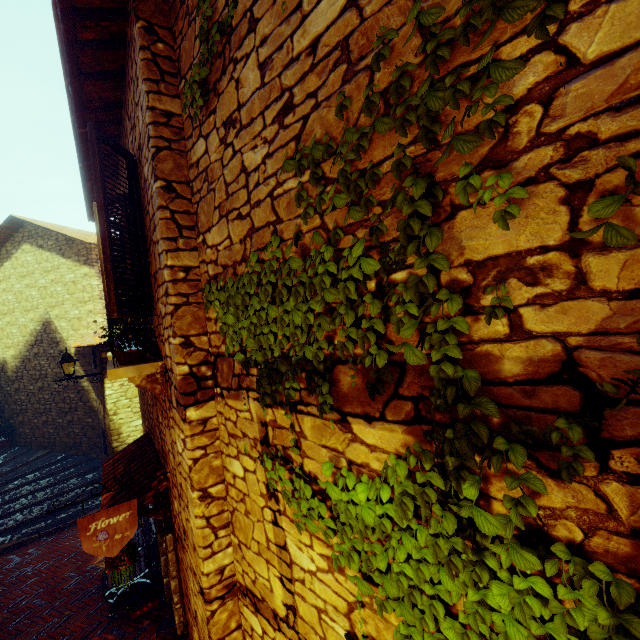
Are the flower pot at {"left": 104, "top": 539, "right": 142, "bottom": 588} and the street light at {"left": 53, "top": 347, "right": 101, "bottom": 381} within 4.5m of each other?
no

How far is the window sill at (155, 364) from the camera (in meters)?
2.97

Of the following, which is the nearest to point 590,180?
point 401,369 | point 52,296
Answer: point 401,369

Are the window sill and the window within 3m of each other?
yes

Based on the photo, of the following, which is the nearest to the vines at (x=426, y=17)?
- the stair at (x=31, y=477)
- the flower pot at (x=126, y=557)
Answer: the flower pot at (x=126, y=557)

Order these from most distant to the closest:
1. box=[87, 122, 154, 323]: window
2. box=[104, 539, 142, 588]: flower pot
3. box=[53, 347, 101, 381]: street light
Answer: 1. box=[53, 347, 101, 381]: street light
2. box=[104, 539, 142, 588]: flower pot
3. box=[87, 122, 154, 323]: window

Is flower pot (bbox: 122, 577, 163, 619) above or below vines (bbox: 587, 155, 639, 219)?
below

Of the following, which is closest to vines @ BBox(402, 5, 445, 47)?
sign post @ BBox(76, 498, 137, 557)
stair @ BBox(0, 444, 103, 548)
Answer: sign post @ BBox(76, 498, 137, 557)
